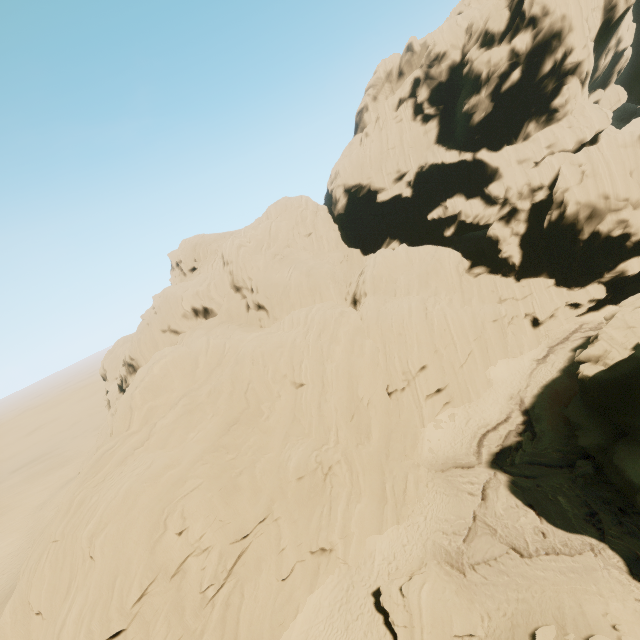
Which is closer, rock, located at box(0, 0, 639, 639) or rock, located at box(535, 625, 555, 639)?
rock, located at box(535, 625, 555, 639)

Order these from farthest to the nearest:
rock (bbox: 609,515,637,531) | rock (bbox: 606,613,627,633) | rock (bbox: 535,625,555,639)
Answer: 1. rock (bbox: 609,515,637,531)
2. rock (bbox: 535,625,555,639)
3. rock (bbox: 606,613,627,633)

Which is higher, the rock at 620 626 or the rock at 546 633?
the rock at 620 626

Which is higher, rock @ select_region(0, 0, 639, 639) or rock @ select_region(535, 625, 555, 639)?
rock @ select_region(0, 0, 639, 639)

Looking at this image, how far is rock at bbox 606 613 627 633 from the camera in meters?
12.8

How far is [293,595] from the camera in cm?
1933

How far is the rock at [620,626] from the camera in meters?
12.8
